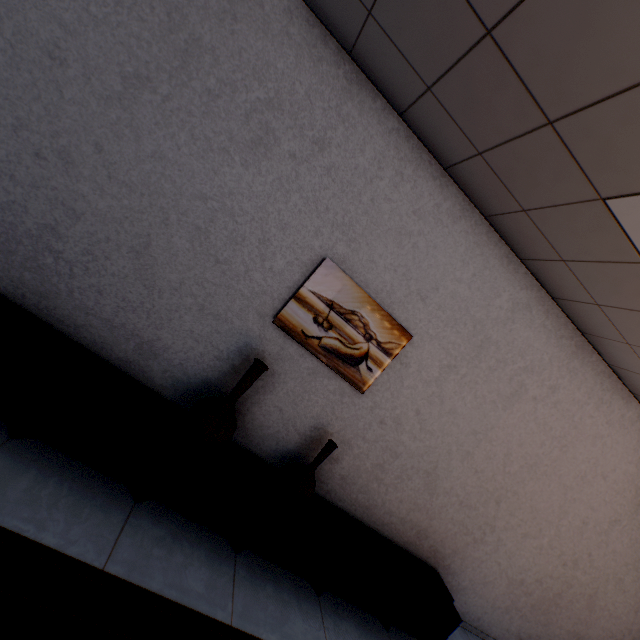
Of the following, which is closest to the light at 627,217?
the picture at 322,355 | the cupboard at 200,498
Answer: the picture at 322,355

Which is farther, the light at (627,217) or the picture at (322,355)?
the picture at (322,355)

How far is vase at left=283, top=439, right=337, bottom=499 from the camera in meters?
2.4

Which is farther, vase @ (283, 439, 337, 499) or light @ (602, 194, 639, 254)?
vase @ (283, 439, 337, 499)

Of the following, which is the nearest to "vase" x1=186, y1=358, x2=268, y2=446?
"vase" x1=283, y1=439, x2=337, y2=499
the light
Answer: "vase" x1=283, y1=439, x2=337, y2=499

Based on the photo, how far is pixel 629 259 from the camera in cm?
187

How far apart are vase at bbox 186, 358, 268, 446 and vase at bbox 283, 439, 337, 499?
0.5m

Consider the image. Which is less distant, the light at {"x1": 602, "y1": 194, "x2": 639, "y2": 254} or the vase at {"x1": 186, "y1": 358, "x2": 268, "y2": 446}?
the light at {"x1": 602, "y1": 194, "x2": 639, "y2": 254}
